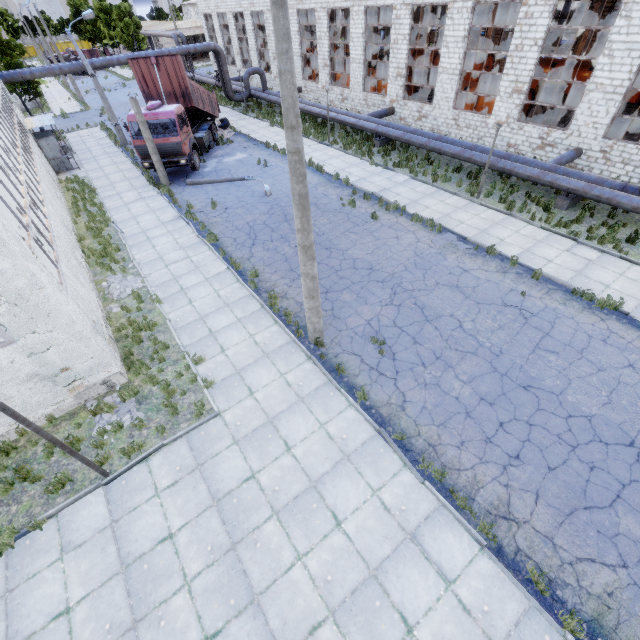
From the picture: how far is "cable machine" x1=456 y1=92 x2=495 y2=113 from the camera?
22.00m

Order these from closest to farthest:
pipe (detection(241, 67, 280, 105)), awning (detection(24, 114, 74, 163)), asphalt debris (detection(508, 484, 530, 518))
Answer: asphalt debris (detection(508, 484, 530, 518)) → awning (detection(24, 114, 74, 163)) → pipe (detection(241, 67, 280, 105))

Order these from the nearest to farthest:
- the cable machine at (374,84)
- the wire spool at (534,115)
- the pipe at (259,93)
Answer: the wire spool at (534,115) → the cable machine at (374,84) → the pipe at (259,93)

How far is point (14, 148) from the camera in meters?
12.9

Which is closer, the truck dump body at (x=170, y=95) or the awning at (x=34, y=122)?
the truck dump body at (x=170, y=95)

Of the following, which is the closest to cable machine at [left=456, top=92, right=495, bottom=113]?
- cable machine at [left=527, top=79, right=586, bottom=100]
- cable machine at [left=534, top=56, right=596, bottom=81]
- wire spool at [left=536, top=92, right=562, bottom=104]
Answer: wire spool at [left=536, top=92, right=562, bottom=104]

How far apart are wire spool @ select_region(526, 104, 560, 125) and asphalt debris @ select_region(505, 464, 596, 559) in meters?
21.9 m

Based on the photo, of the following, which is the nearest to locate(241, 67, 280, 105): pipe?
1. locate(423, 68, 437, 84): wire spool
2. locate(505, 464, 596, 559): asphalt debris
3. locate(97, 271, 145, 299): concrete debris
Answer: locate(505, 464, 596, 559): asphalt debris
